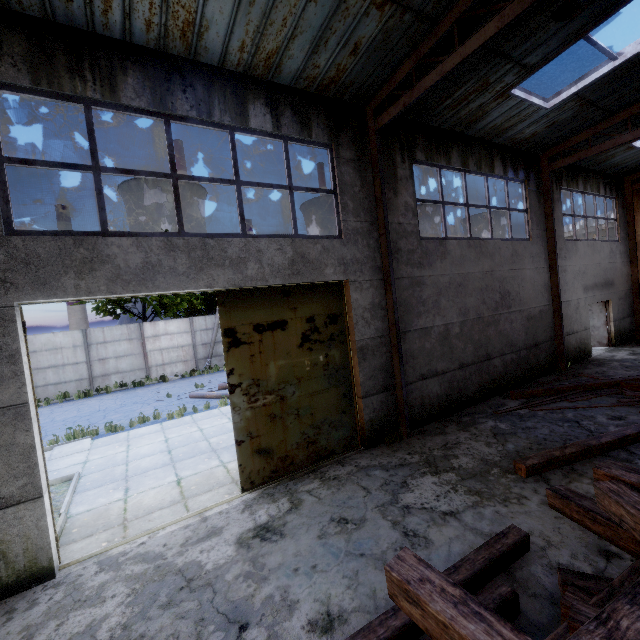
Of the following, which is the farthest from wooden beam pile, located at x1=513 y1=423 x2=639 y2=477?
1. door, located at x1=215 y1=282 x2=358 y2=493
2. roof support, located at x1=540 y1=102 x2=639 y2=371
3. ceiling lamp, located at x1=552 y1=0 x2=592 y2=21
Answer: ceiling lamp, located at x1=552 y1=0 x2=592 y2=21

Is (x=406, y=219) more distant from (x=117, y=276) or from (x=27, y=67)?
(x=27, y=67)

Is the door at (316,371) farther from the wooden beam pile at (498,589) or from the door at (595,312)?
the door at (595,312)

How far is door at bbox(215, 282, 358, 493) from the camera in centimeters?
609cm

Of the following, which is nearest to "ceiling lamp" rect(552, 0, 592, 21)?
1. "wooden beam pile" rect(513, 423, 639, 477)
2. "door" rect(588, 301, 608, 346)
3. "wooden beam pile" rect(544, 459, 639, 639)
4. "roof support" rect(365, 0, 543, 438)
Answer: "roof support" rect(365, 0, 543, 438)

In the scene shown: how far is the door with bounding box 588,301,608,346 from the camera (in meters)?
14.71

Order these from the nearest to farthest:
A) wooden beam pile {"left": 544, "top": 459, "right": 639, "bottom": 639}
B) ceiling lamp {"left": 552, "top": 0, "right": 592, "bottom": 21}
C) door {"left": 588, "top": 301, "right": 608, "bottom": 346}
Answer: wooden beam pile {"left": 544, "top": 459, "right": 639, "bottom": 639} < ceiling lamp {"left": 552, "top": 0, "right": 592, "bottom": 21} < door {"left": 588, "top": 301, "right": 608, "bottom": 346}

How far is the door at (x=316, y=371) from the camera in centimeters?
609cm
